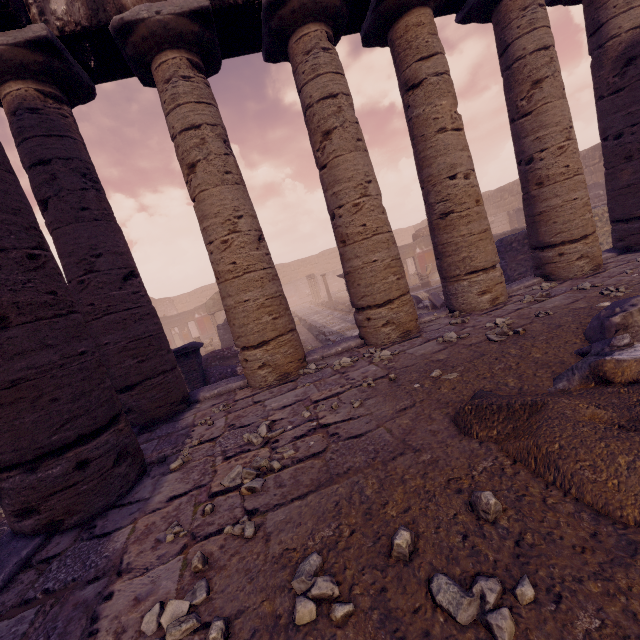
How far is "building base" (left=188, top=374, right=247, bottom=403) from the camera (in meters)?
5.46

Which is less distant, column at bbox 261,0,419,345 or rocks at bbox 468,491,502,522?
rocks at bbox 468,491,502,522

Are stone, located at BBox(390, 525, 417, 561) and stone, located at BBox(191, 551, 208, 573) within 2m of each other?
yes

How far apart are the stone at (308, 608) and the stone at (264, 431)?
1.6 meters

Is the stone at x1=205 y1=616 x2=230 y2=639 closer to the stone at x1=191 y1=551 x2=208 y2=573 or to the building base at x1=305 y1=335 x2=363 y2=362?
the stone at x1=191 y1=551 x2=208 y2=573

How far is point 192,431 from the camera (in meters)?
4.16

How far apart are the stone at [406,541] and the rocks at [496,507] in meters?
0.4

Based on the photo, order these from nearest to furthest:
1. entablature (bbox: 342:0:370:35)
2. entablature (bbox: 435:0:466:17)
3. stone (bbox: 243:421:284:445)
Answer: stone (bbox: 243:421:284:445) → entablature (bbox: 342:0:370:35) → entablature (bbox: 435:0:466:17)
